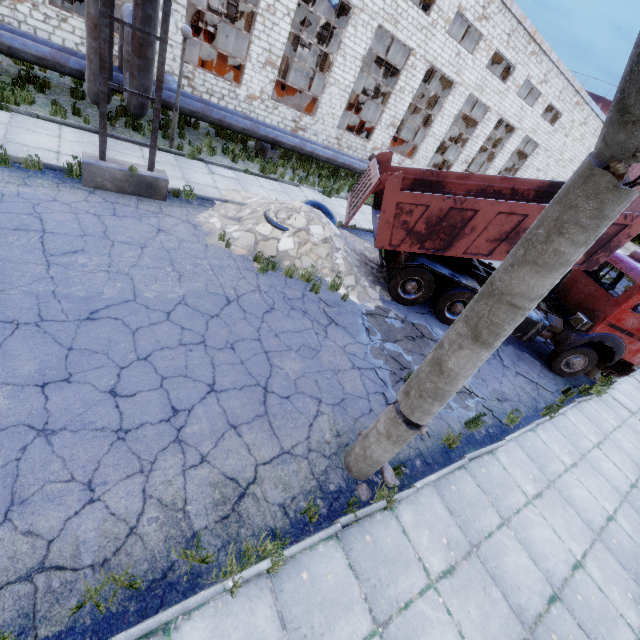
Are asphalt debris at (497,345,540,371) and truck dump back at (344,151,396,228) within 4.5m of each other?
no

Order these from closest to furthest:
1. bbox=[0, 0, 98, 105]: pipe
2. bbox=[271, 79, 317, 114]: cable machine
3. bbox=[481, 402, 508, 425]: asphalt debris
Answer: bbox=[481, 402, 508, 425]: asphalt debris, bbox=[0, 0, 98, 105]: pipe, bbox=[271, 79, 317, 114]: cable machine

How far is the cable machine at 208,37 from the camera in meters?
24.1

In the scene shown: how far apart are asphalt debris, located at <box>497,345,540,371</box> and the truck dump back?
6.10m

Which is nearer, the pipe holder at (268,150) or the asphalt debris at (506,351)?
the asphalt debris at (506,351)

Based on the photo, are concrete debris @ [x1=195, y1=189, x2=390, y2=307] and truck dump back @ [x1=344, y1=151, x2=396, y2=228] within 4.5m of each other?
yes

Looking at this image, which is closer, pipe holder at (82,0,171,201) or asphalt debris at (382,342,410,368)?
pipe holder at (82,0,171,201)

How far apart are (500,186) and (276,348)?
8.8m
